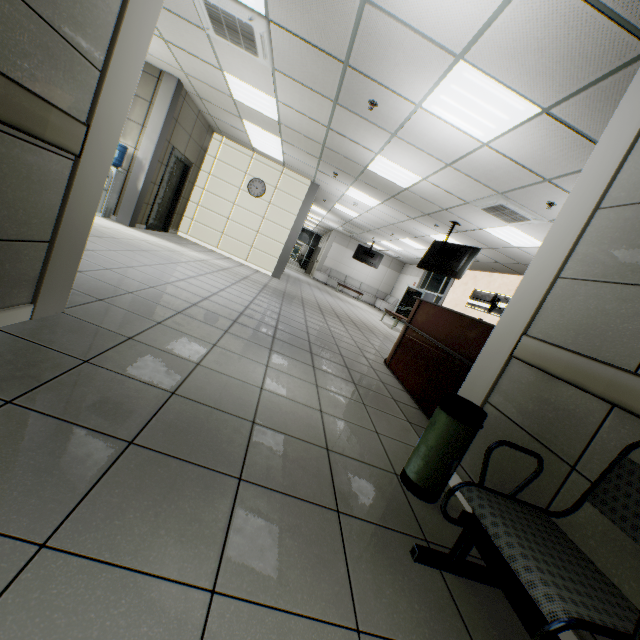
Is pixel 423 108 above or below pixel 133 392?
above

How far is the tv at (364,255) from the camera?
17.03m

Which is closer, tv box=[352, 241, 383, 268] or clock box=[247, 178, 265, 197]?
clock box=[247, 178, 265, 197]

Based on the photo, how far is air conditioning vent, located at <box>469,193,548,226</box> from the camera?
5.3 meters

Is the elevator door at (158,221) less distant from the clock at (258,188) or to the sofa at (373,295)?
the clock at (258,188)

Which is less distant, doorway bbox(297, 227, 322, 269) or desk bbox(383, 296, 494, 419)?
desk bbox(383, 296, 494, 419)

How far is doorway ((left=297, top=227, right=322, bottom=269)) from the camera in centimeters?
2734cm

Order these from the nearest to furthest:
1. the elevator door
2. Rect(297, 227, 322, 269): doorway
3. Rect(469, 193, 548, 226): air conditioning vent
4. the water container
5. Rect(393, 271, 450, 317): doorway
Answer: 1. Rect(469, 193, 548, 226): air conditioning vent
2. the water container
3. the elevator door
4. Rect(393, 271, 450, 317): doorway
5. Rect(297, 227, 322, 269): doorway
